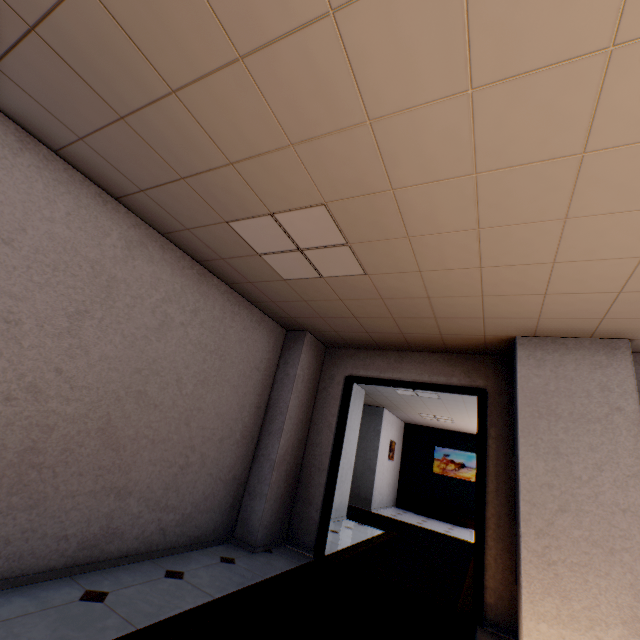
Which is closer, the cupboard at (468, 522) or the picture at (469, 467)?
the cupboard at (468, 522)

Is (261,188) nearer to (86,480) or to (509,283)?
(509,283)

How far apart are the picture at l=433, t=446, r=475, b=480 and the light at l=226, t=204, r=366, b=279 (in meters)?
10.90

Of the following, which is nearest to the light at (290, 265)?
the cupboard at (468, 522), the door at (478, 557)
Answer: the door at (478, 557)

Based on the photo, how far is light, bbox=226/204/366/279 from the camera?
2.6m

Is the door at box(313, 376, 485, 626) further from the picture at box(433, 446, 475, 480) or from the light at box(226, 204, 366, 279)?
the picture at box(433, 446, 475, 480)

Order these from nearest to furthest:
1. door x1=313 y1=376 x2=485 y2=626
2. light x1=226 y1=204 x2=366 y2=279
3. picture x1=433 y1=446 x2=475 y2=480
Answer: light x1=226 y1=204 x2=366 y2=279 → door x1=313 y1=376 x2=485 y2=626 → picture x1=433 y1=446 x2=475 y2=480

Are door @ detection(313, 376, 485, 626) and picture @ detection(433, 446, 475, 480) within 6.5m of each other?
no
